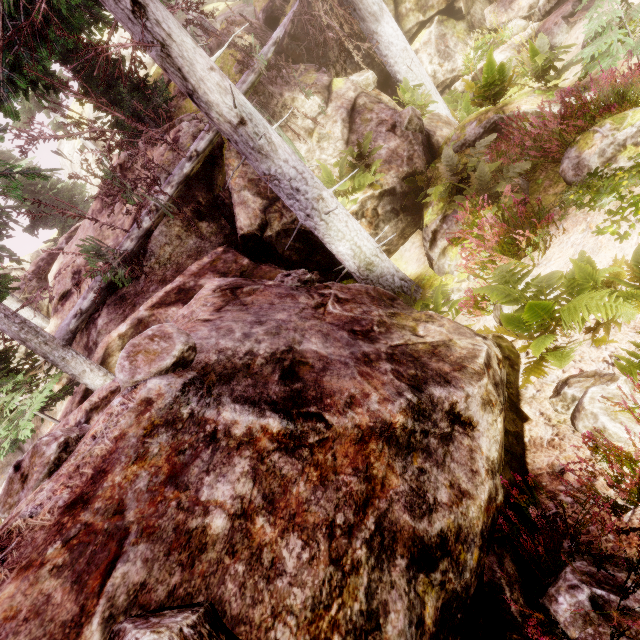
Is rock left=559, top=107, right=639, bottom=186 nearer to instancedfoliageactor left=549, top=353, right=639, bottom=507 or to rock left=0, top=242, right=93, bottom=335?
instancedfoliageactor left=549, top=353, right=639, bottom=507

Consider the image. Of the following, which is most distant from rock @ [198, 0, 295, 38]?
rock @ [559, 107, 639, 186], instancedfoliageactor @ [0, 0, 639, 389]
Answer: rock @ [559, 107, 639, 186]

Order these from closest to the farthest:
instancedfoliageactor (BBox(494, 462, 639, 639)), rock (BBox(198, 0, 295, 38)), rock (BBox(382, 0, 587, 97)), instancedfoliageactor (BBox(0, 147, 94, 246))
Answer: instancedfoliageactor (BBox(494, 462, 639, 639)) → instancedfoliageactor (BBox(0, 147, 94, 246)) → rock (BBox(382, 0, 587, 97)) → rock (BBox(198, 0, 295, 38))

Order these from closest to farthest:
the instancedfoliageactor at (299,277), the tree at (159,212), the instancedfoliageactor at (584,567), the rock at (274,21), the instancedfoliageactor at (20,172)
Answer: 1. the instancedfoliageactor at (584,567)
2. the instancedfoliageactor at (299,277)
3. the tree at (159,212)
4. the instancedfoliageactor at (20,172)
5. the rock at (274,21)

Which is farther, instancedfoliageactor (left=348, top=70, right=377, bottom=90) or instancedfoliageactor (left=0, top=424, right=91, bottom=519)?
instancedfoliageactor (left=348, top=70, right=377, bottom=90)

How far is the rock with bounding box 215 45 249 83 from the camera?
10.1 meters

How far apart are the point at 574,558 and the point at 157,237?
10.9m

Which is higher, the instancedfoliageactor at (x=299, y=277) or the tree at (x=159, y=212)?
the tree at (x=159, y=212)
